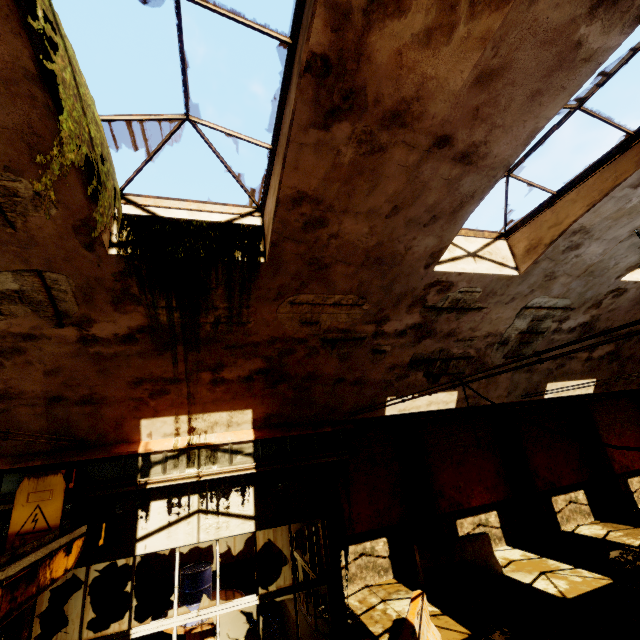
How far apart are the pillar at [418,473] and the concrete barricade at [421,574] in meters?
0.8

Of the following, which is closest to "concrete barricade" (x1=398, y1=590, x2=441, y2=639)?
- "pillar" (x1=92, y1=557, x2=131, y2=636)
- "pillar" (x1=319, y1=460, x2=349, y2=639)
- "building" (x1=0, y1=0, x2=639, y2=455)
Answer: "pillar" (x1=319, y1=460, x2=349, y2=639)

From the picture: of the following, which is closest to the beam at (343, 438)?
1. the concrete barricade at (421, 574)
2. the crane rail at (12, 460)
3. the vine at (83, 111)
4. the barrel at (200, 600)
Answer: the crane rail at (12, 460)

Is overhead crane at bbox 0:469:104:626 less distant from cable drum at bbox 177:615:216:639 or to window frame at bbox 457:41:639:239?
cable drum at bbox 177:615:216:639

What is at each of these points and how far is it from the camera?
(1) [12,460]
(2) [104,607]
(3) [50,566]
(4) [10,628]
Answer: (1) crane rail, 5.2m
(2) pillar, 8.5m
(3) overhead crane, 3.8m
(4) pillar, 4.7m

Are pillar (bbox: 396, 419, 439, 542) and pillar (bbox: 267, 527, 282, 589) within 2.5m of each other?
no

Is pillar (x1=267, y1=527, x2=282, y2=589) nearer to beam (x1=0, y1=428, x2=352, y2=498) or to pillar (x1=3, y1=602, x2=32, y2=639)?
beam (x1=0, y1=428, x2=352, y2=498)

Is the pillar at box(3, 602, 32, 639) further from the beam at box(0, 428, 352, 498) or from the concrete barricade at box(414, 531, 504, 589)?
the concrete barricade at box(414, 531, 504, 589)
